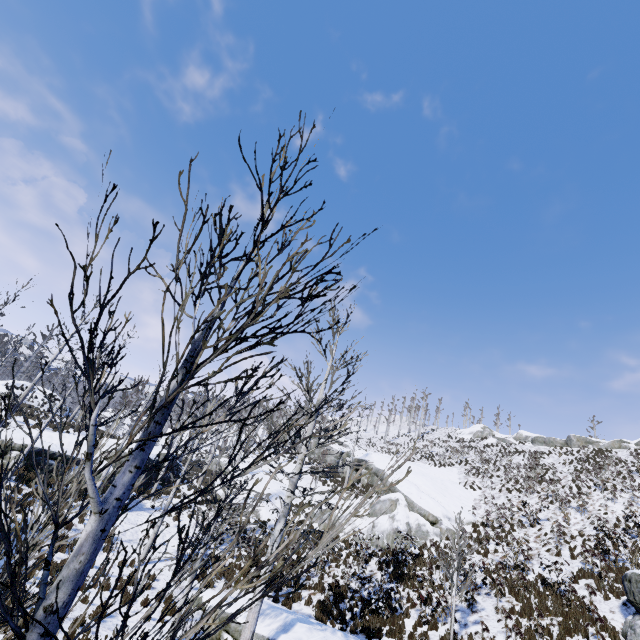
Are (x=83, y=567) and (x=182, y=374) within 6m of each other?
yes

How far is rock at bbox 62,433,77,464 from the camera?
19.0m

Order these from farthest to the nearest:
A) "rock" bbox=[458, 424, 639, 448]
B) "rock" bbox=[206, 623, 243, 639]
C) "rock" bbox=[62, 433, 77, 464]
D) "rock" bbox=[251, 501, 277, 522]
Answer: "rock" bbox=[458, 424, 639, 448] → "rock" bbox=[251, 501, 277, 522] → "rock" bbox=[62, 433, 77, 464] → "rock" bbox=[206, 623, 243, 639]

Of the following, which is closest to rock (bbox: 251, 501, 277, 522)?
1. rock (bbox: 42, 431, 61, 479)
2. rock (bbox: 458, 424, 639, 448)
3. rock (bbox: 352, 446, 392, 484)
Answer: rock (bbox: 352, 446, 392, 484)

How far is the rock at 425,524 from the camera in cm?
1966

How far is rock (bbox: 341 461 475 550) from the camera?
19.7 meters

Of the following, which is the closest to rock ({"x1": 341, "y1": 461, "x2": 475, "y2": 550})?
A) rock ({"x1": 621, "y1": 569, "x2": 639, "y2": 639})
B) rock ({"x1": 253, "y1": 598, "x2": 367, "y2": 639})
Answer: rock ({"x1": 253, "y1": 598, "x2": 367, "y2": 639})

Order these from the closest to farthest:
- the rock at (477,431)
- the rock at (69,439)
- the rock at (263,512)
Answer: the rock at (69,439), the rock at (263,512), the rock at (477,431)
